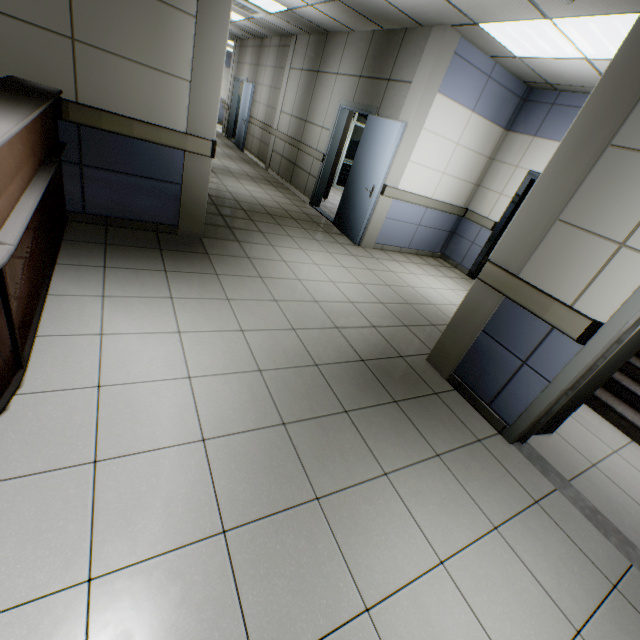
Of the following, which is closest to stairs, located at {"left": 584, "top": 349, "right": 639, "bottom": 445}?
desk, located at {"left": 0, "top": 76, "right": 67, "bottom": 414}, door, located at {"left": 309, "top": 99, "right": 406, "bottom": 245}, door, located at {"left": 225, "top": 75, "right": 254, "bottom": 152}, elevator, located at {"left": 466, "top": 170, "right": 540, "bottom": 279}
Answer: elevator, located at {"left": 466, "top": 170, "right": 540, "bottom": 279}

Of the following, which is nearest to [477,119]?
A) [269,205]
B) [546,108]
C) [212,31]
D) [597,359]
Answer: [546,108]

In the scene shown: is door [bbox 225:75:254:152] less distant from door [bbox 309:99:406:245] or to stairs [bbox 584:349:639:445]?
door [bbox 309:99:406:245]

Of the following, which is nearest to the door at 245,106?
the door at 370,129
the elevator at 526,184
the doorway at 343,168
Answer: the doorway at 343,168

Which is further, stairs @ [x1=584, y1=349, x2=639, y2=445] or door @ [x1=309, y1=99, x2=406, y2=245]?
door @ [x1=309, y1=99, x2=406, y2=245]

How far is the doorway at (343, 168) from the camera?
10.2 meters

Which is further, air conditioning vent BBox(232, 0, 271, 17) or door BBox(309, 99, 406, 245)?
air conditioning vent BBox(232, 0, 271, 17)

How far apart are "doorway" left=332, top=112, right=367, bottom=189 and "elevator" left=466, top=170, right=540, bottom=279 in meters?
6.3
